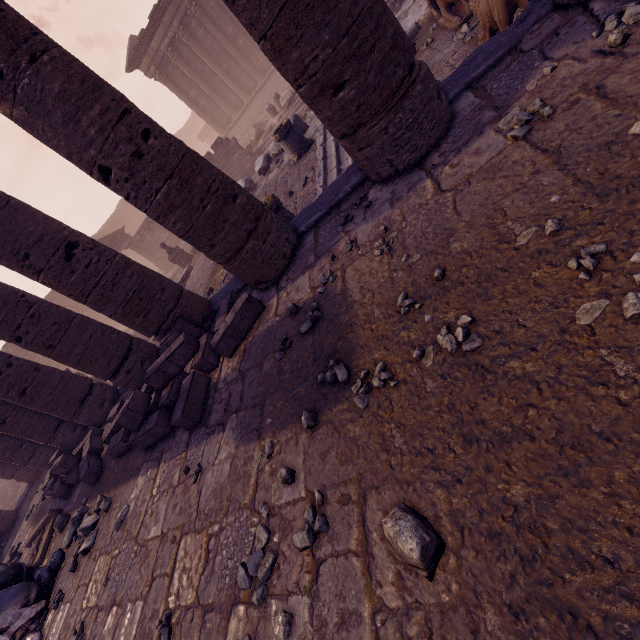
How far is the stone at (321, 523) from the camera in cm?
204

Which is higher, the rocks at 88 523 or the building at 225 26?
the building at 225 26

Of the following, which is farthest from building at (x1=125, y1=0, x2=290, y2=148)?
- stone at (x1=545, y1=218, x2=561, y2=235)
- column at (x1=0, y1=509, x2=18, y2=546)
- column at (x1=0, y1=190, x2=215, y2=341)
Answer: stone at (x1=545, y1=218, x2=561, y2=235)

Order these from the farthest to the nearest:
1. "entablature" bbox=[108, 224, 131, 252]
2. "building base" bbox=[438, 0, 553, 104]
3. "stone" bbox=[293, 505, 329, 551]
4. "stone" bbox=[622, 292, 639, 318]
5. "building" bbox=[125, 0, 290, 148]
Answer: "entablature" bbox=[108, 224, 131, 252], "building" bbox=[125, 0, 290, 148], "building base" bbox=[438, 0, 553, 104], "stone" bbox=[293, 505, 329, 551], "stone" bbox=[622, 292, 639, 318]

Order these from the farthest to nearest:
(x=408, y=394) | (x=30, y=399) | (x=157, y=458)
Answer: (x=30, y=399) < (x=157, y=458) < (x=408, y=394)

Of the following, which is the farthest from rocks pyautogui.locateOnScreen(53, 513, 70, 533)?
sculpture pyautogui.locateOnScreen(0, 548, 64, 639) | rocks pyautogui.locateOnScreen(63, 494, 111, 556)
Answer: rocks pyautogui.locateOnScreen(63, 494, 111, 556)

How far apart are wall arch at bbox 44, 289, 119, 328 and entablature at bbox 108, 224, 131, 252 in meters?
7.3 m

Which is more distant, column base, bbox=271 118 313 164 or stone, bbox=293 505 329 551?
column base, bbox=271 118 313 164
